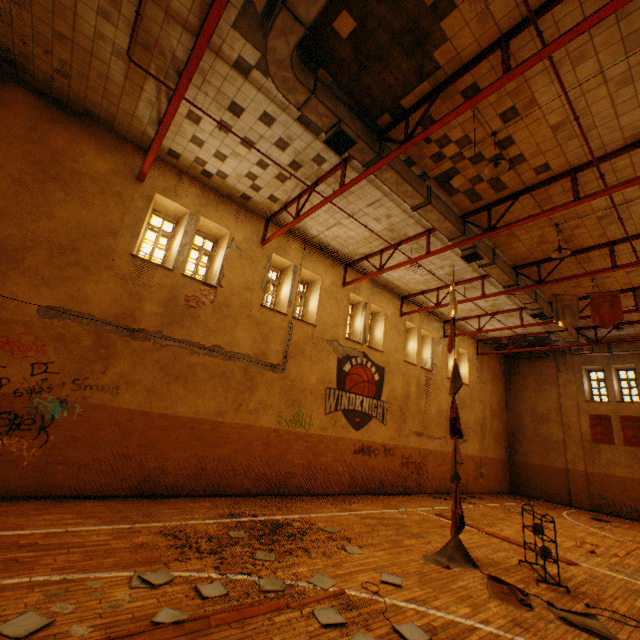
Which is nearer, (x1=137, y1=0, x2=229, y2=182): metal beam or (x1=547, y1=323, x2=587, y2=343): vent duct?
(x1=137, y1=0, x2=229, y2=182): metal beam

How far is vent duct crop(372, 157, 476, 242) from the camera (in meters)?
8.01

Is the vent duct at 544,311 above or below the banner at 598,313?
above

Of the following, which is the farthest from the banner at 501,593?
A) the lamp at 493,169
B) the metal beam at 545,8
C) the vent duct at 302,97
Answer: the metal beam at 545,8

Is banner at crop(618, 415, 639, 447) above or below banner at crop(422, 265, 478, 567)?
above

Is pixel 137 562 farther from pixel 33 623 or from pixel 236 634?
pixel 236 634

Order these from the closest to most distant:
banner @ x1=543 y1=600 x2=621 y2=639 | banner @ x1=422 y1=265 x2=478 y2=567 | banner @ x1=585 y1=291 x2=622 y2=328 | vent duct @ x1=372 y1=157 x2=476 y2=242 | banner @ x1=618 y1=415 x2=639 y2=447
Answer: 1. banner @ x1=543 y1=600 x2=621 y2=639
2. banner @ x1=422 y1=265 x2=478 y2=567
3. vent duct @ x1=372 y1=157 x2=476 y2=242
4. banner @ x1=585 y1=291 x2=622 y2=328
5. banner @ x1=618 y1=415 x2=639 y2=447
